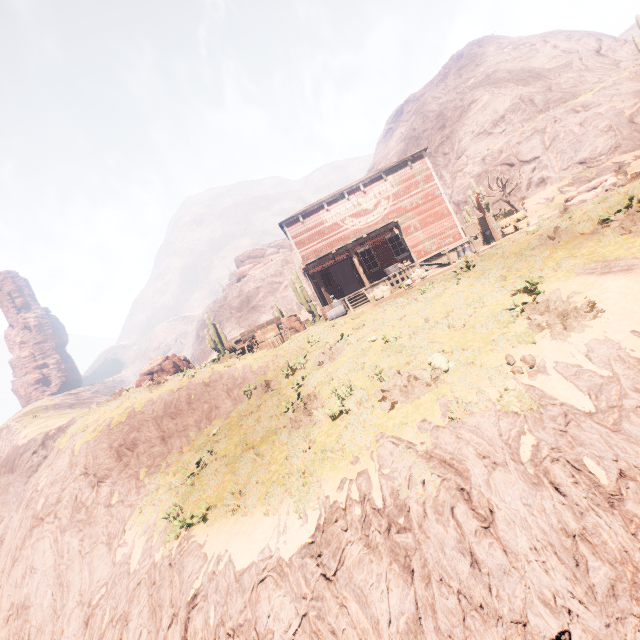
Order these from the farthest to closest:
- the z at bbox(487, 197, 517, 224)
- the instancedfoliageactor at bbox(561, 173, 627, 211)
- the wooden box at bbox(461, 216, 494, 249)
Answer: the z at bbox(487, 197, 517, 224) < the wooden box at bbox(461, 216, 494, 249) < the instancedfoliageactor at bbox(561, 173, 627, 211)

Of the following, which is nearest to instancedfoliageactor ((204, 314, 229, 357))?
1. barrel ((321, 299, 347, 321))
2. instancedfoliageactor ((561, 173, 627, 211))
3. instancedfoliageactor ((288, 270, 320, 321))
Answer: instancedfoliageactor ((288, 270, 320, 321))

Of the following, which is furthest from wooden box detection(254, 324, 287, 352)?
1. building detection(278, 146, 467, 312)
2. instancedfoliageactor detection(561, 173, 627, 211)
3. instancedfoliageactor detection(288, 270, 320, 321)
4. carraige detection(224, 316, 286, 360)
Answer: instancedfoliageactor detection(561, 173, 627, 211)

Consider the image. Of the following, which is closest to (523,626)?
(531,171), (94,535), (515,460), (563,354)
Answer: (515,460)

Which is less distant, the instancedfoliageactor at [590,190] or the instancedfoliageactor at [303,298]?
the instancedfoliageactor at [590,190]

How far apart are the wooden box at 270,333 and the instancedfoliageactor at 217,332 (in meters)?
9.80

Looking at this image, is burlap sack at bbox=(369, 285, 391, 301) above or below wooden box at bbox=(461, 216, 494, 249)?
below

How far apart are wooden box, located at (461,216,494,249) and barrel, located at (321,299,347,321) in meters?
9.3 m
